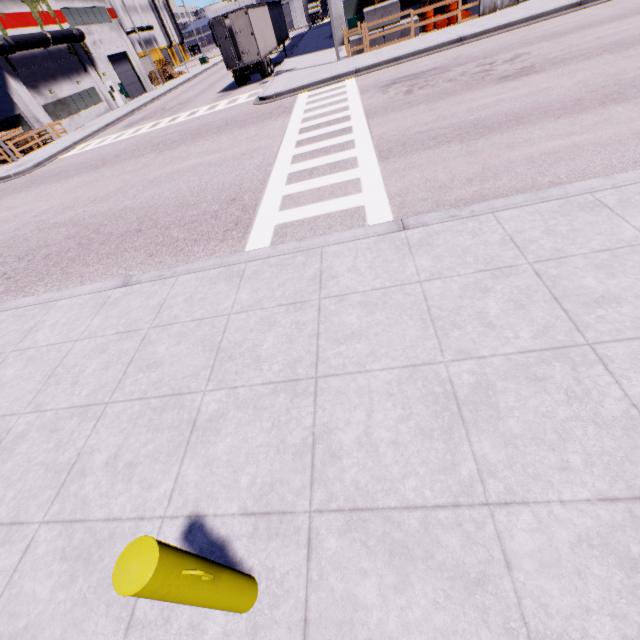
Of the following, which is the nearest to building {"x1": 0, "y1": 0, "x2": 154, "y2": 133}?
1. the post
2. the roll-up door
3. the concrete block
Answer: the roll-up door

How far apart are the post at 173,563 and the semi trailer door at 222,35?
28.4m

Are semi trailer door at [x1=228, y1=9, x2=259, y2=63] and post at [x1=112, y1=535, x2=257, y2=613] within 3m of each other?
no

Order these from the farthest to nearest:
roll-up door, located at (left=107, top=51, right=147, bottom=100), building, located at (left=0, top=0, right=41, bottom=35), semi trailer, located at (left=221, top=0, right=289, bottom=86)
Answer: roll-up door, located at (left=107, top=51, right=147, bottom=100)
building, located at (left=0, top=0, right=41, bottom=35)
semi trailer, located at (left=221, top=0, right=289, bottom=86)

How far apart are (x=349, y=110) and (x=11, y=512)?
13.5 meters

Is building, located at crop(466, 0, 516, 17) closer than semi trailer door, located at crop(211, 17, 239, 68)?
Yes

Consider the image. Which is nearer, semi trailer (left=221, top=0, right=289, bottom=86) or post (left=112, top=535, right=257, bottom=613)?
post (left=112, top=535, right=257, bottom=613)

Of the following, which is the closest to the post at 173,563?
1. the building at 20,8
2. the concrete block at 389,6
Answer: the building at 20,8
